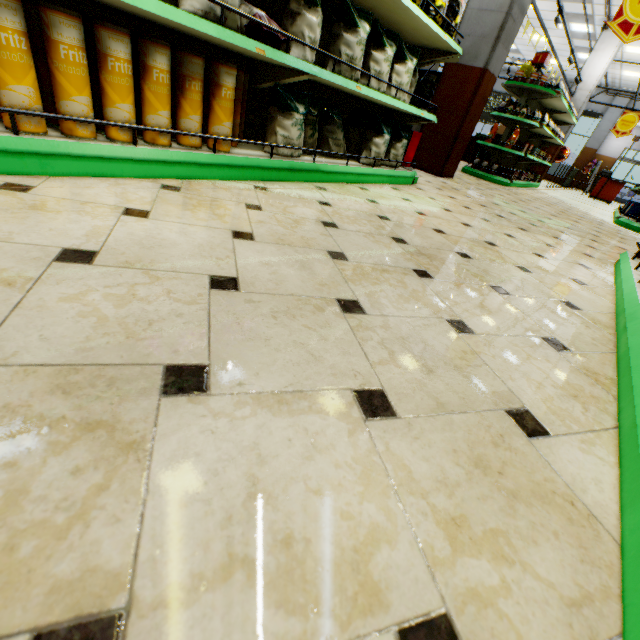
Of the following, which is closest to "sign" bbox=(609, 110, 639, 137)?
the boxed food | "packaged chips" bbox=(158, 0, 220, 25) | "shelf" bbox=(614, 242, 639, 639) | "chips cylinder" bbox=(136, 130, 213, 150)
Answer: the boxed food

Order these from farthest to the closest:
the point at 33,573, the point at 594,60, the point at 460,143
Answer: the point at 594,60, the point at 460,143, the point at 33,573

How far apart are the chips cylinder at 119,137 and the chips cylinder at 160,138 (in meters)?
0.07

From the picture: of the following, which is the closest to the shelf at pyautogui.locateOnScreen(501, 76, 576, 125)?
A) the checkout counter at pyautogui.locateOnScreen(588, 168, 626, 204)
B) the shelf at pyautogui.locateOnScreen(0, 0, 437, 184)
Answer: the shelf at pyautogui.locateOnScreen(0, 0, 437, 184)

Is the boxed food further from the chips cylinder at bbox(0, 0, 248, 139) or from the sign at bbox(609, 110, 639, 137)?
the chips cylinder at bbox(0, 0, 248, 139)

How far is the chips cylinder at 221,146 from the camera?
2.0 meters

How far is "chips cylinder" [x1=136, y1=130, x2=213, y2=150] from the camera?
1.7m

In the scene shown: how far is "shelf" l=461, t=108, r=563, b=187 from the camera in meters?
7.3
